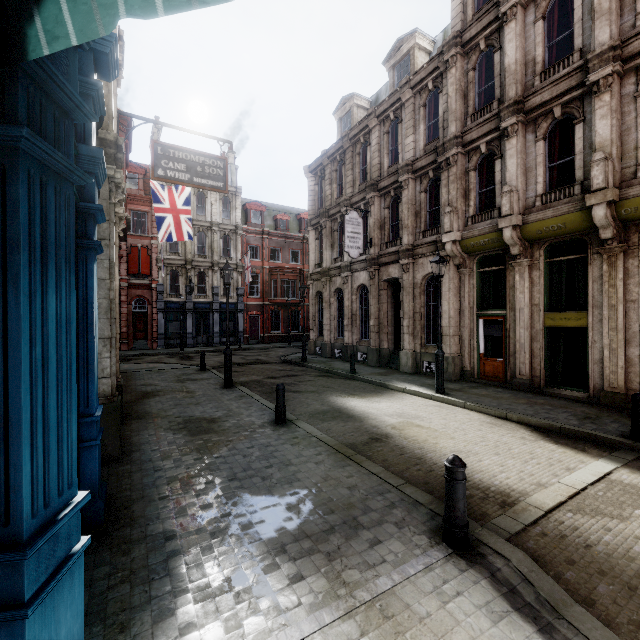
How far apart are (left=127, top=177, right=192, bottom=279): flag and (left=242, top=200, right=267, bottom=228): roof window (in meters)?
19.02

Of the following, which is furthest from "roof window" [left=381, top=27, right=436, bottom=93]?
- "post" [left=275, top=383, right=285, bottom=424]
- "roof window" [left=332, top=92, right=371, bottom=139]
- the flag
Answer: "post" [left=275, top=383, right=285, bottom=424]

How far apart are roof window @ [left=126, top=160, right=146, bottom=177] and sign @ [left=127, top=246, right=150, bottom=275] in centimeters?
500cm

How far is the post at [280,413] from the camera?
7.9m

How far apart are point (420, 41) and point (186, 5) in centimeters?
2033cm

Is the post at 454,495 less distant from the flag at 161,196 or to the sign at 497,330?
the sign at 497,330

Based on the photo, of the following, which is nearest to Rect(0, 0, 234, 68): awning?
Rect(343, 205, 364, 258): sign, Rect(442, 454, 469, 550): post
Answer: Rect(442, 454, 469, 550): post

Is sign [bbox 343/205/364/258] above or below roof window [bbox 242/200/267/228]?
below
